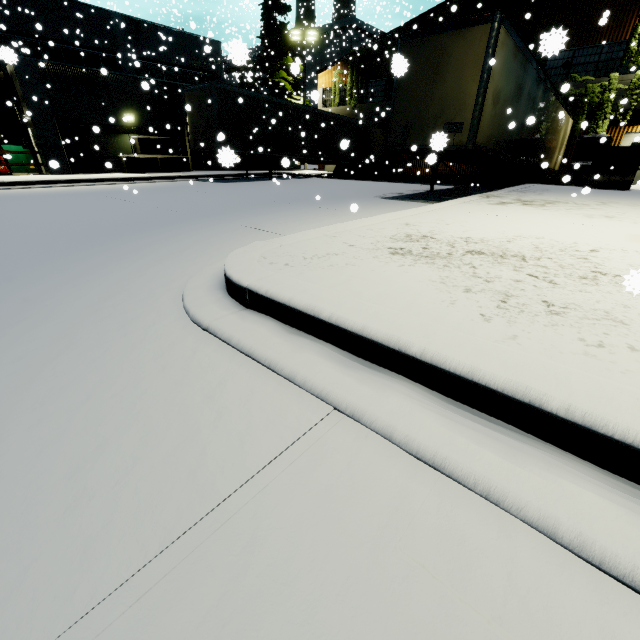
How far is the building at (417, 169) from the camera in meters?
24.1 m

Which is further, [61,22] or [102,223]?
[61,22]

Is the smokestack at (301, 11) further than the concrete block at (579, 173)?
Yes

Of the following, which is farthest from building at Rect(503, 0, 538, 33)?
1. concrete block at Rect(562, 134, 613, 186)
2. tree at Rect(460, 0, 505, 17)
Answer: concrete block at Rect(562, 134, 613, 186)

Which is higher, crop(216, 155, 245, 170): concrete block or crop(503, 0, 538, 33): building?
crop(503, 0, 538, 33): building

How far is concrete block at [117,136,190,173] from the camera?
18.50m

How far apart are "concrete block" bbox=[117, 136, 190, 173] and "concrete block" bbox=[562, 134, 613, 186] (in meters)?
9.22

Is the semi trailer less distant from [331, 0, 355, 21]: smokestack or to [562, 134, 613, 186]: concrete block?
[331, 0, 355, 21]: smokestack
